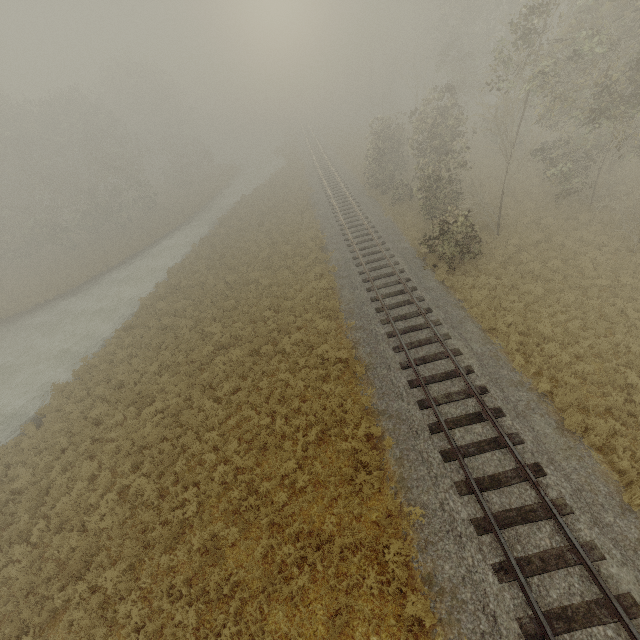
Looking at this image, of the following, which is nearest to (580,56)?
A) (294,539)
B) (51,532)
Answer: (294,539)
